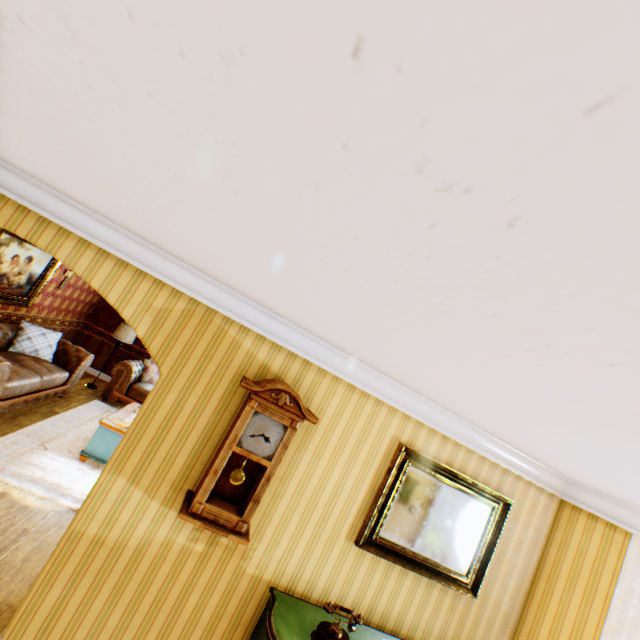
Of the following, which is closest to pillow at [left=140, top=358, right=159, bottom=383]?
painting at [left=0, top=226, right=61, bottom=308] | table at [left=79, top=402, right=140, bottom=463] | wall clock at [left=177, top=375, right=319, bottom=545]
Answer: table at [left=79, top=402, right=140, bottom=463]

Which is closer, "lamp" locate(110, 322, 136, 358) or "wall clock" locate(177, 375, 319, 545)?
"wall clock" locate(177, 375, 319, 545)

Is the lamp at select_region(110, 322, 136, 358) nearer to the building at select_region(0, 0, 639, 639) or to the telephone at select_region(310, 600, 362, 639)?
the building at select_region(0, 0, 639, 639)

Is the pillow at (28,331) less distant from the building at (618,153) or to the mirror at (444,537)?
the building at (618,153)

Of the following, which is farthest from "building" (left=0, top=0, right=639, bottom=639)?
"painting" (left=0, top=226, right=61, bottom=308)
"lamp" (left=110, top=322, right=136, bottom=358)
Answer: "lamp" (left=110, top=322, right=136, bottom=358)

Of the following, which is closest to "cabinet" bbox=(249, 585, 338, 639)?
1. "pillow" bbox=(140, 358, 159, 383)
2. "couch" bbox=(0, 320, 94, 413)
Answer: "couch" bbox=(0, 320, 94, 413)

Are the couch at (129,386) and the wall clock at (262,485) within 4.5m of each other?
no

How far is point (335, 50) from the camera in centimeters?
36cm
